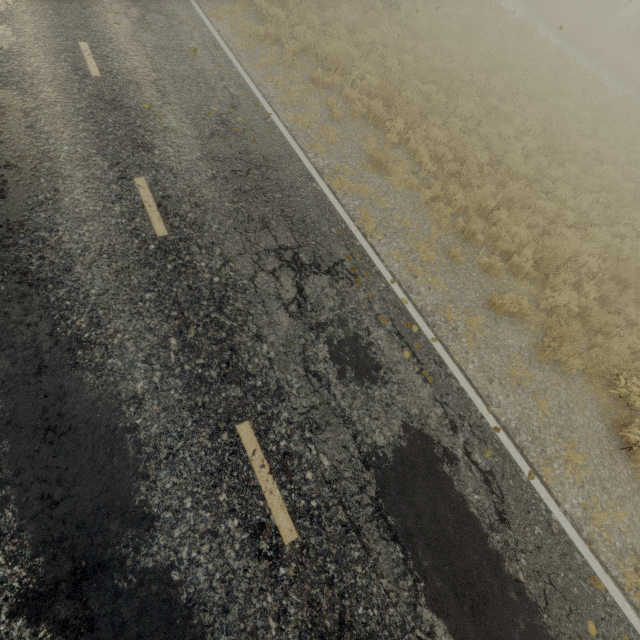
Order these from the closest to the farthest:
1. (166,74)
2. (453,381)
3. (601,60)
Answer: (453,381)
(166,74)
(601,60)
